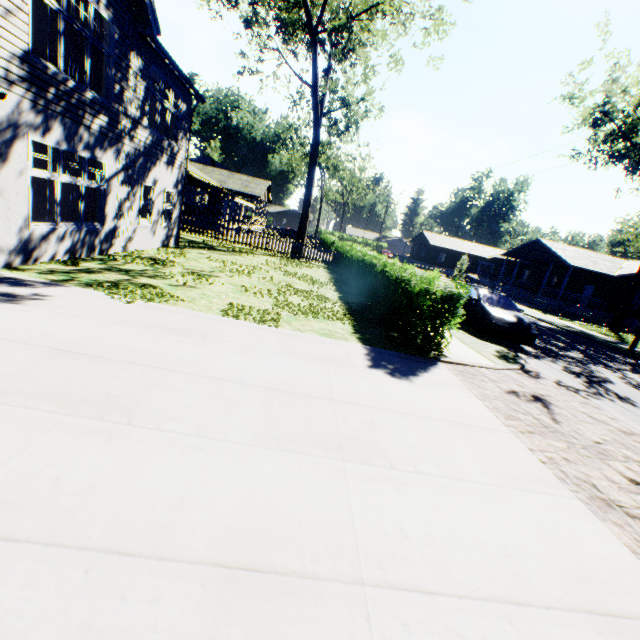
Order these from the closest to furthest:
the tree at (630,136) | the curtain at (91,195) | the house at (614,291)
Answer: the curtain at (91,195)
the tree at (630,136)
the house at (614,291)

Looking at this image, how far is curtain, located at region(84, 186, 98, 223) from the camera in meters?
9.5

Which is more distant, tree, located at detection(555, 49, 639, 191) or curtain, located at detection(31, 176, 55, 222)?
tree, located at detection(555, 49, 639, 191)

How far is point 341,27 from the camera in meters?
16.7 m

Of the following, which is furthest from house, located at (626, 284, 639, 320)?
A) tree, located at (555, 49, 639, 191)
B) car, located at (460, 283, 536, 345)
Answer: car, located at (460, 283, 536, 345)

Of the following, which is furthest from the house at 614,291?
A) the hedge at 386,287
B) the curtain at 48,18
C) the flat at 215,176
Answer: the curtain at 48,18

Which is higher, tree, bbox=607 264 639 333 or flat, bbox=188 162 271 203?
flat, bbox=188 162 271 203

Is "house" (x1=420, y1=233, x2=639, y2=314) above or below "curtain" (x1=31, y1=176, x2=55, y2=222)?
above
